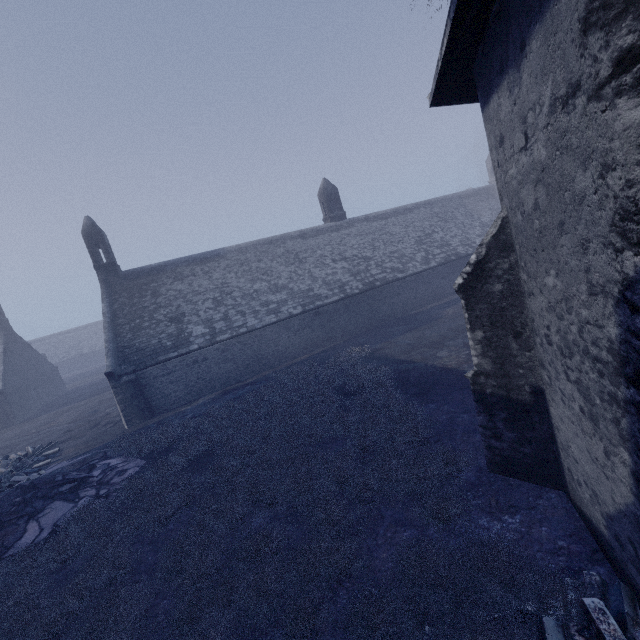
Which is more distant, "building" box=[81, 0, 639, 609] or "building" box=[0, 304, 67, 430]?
"building" box=[0, 304, 67, 430]

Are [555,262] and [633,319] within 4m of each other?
yes

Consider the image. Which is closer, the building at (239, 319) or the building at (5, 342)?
the building at (239, 319)
